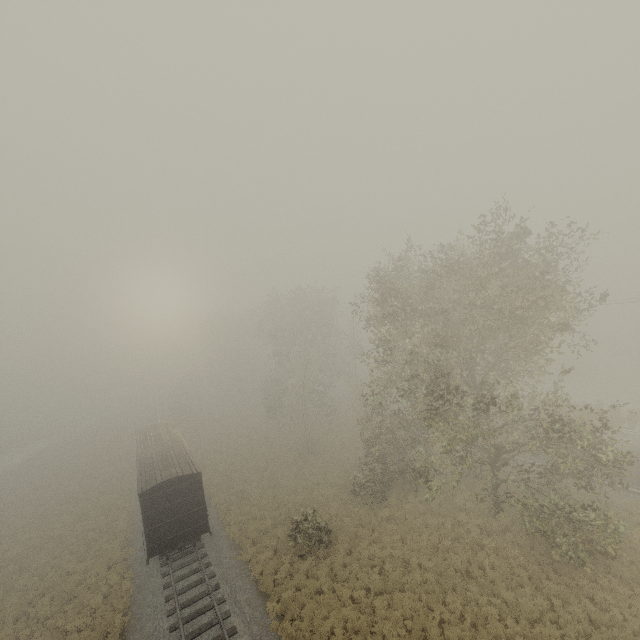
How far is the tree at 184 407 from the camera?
55.3 meters

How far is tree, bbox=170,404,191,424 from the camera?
55.3 meters

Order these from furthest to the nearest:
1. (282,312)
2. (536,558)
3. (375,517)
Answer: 1. (282,312)
2. (375,517)
3. (536,558)

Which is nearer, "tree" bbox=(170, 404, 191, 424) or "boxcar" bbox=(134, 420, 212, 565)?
"boxcar" bbox=(134, 420, 212, 565)

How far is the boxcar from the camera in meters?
18.2 m

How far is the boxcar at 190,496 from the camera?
18.22m
